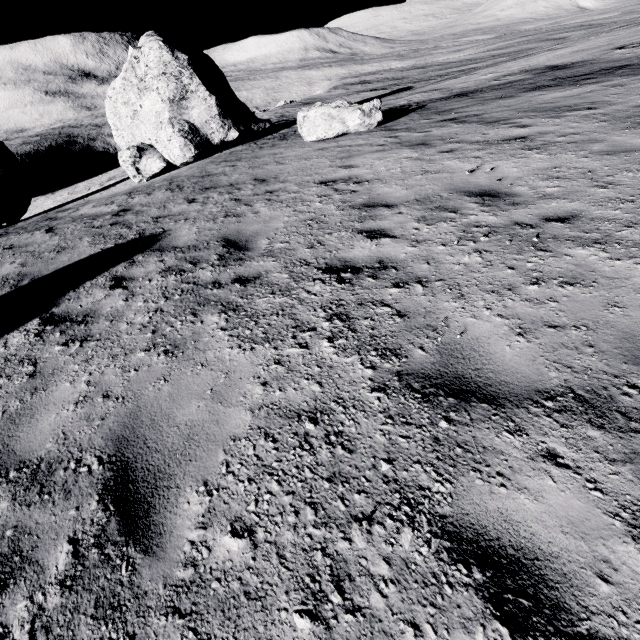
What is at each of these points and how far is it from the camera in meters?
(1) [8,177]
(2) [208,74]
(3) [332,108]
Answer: (1) stone, 17.1 m
(2) stone, 16.9 m
(3) stone, 11.9 m

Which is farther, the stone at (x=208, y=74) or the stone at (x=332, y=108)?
the stone at (x=208, y=74)

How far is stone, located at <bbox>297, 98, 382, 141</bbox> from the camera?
11.7 meters

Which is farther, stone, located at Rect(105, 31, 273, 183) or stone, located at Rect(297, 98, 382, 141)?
stone, located at Rect(105, 31, 273, 183)

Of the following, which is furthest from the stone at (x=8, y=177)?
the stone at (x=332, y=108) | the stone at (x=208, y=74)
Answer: the stone at (x=332, y=108)

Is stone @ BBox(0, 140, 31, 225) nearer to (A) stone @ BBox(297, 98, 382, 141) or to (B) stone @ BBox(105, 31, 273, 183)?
(B) stone @ BBox(105, 31, 273, 183)

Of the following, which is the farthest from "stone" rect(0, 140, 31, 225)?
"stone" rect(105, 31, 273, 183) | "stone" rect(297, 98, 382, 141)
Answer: "stone" rect(297, 98, 382, 141)
